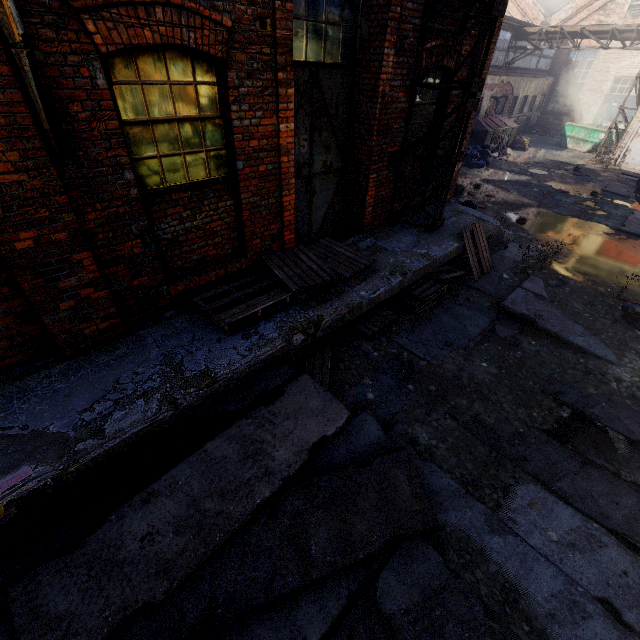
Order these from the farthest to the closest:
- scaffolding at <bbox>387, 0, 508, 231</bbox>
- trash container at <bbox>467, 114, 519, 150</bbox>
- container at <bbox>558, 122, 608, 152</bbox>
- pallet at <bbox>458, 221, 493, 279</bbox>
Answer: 1. container at <bbox>558, 122, 608, 152</bbox>
2. trash container at <bbox>467, 114, 519, 150</bbox>
3. pallet at <bbox>458, 221, 493, 279</bbox>
4. scaffolding at <bbox>387, 0, 508, 231</bbox>

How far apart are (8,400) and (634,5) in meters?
37.0

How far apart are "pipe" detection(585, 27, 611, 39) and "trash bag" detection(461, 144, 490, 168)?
7.8m

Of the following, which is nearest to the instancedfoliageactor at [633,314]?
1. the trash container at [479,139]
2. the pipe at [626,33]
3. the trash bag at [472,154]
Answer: the trash bag at [472,154]

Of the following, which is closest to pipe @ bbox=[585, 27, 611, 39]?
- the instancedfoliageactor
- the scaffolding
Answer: the scaffolding

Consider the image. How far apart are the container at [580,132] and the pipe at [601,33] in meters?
4.4 m

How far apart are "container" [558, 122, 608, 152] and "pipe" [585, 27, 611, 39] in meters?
4.4 m

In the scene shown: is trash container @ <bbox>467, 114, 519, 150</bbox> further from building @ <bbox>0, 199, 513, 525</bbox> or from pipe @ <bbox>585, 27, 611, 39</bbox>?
building @ <bbox>0, 199, 513, 525</bbox>
